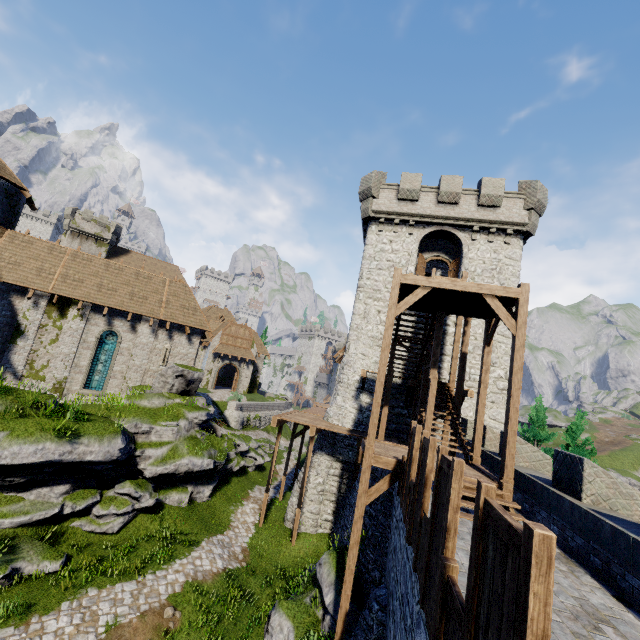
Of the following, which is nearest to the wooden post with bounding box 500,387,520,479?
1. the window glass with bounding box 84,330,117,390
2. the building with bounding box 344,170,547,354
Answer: the building with bounding box 344,170,547,354

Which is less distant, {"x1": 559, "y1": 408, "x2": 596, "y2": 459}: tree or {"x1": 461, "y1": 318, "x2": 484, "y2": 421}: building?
{"x1": 461, "y1": 318, "x2": 484, "y2": 421}: building

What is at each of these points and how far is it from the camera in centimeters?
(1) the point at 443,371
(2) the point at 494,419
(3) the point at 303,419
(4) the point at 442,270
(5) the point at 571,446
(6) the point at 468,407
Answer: (1) building, 1939cm
(2) building, 1838cm
(3) walkway, 1869cm
(4) building, 2869cm
(5) tree, 2253cm
(6) building, 1875cm

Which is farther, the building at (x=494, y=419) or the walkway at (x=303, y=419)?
the building at (x=494, y=419)

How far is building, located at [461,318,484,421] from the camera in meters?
18.7 m

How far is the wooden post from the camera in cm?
902

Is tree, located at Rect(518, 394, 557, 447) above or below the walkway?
above

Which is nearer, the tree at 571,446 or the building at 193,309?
the building at 193,309
